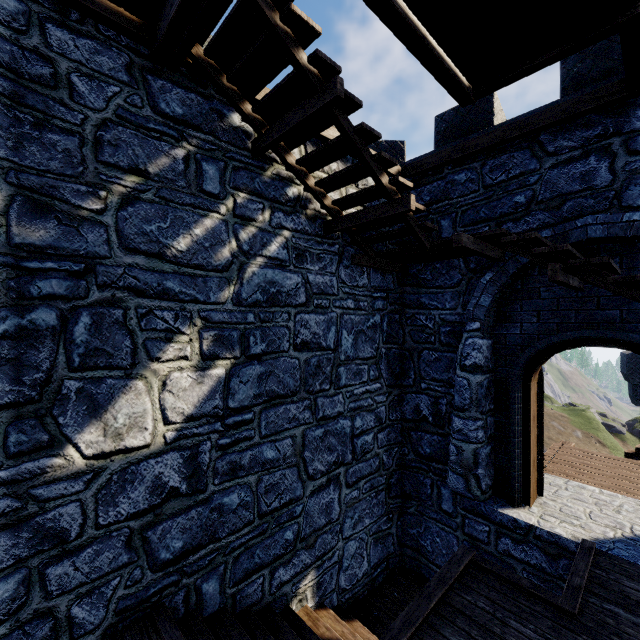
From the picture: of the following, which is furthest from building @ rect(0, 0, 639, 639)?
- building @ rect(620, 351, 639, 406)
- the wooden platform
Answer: building @ rect(620, 351, 639, 406)

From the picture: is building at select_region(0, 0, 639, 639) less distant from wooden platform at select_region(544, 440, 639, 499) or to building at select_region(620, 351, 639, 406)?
wooden platform at select_region(544, 440, 639, 499)

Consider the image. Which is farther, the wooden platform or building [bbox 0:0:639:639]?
the wooden platform

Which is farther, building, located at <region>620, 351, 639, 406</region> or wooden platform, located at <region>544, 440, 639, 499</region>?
building, located at <region>620, 351, 639, 406</region>

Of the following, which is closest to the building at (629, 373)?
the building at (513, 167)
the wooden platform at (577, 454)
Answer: the wooden platform at (577, 454)

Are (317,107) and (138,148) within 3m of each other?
yes

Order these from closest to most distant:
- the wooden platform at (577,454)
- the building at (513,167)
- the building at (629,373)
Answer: the building at (513,167) < the wooden platform at (577,454) < the building at (629,373)
